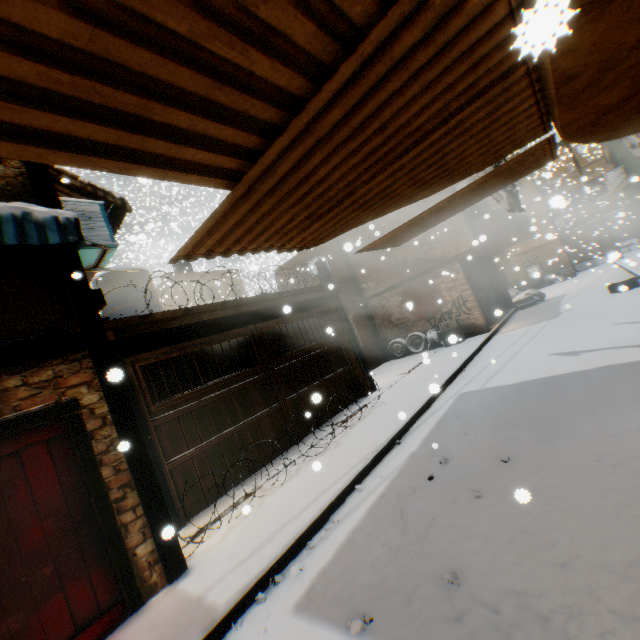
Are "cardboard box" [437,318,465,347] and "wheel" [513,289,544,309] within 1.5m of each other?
no

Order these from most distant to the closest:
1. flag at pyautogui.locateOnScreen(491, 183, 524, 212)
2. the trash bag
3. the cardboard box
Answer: the trash bag, flag at pyautogui.locateOnScreen(491, 183, 524, 212), the cardboard box

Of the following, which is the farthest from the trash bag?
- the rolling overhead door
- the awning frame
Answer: the awning frame

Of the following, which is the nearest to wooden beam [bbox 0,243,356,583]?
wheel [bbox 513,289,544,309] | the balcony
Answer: the balcony

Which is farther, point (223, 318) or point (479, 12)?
point (223, 318)

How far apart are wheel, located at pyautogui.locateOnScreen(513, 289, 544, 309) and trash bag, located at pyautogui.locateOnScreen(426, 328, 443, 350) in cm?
587

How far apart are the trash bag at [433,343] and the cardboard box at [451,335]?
0.11m

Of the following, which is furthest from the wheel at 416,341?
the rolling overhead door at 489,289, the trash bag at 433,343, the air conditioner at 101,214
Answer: the air conditioner at 101,214
